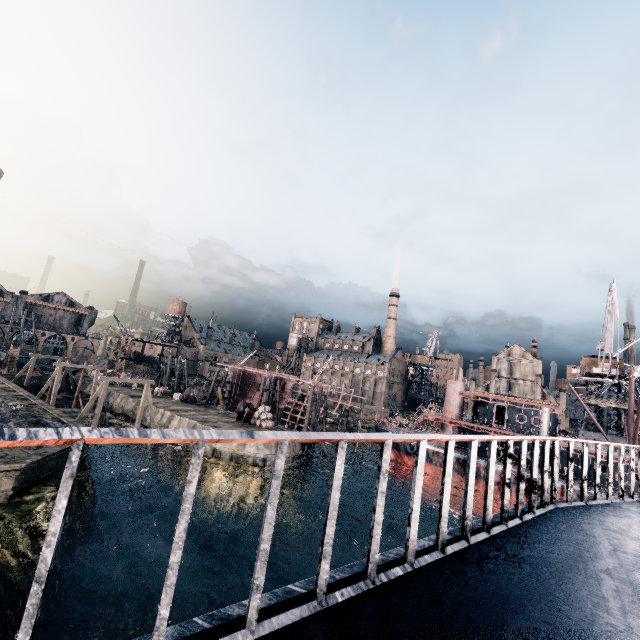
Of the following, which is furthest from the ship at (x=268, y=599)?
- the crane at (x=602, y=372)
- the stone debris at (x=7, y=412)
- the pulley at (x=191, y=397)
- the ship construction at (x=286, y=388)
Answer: the pulley at (x=191, y=397)

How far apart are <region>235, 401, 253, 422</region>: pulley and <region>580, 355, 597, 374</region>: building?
51.9m

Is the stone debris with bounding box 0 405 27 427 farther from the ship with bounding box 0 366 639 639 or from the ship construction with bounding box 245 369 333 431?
the ship construction with bounding box 245 369 333 431

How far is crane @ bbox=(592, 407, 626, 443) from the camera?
44.84m

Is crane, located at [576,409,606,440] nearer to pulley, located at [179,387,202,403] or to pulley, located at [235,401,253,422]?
pulley, located at [235,401,253,422]

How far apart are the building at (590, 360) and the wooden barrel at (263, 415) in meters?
49.8 m

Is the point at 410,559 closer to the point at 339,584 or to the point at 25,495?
the point at 339,584

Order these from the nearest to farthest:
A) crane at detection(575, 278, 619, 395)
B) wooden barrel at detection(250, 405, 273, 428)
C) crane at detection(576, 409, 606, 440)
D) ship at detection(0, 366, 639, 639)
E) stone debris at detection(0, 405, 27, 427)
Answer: ship at detection(0, 366, 639, 639) < stone debris at detection(0, 405, 27, 427) < wooden barrel at detection(250, 405, 273, 428) < crane at detection(575, 278, 619, 395) < crane at detection(576, 409, 606, 440)
